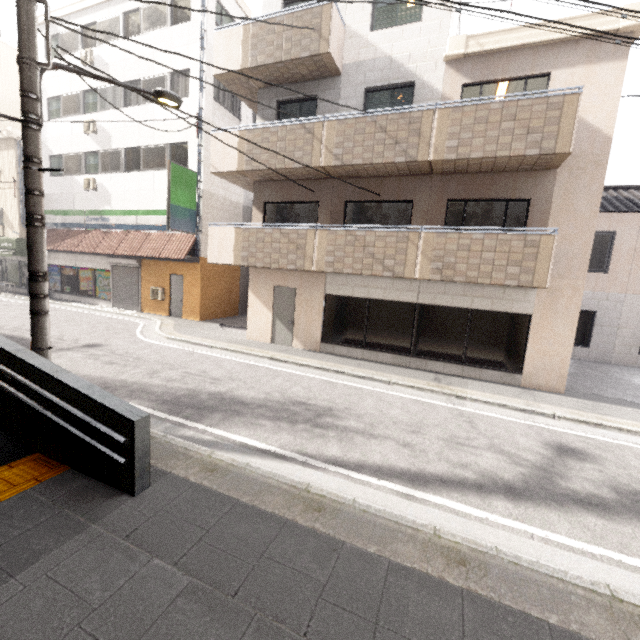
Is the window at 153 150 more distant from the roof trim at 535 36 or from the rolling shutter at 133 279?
the roof trim at 535 36

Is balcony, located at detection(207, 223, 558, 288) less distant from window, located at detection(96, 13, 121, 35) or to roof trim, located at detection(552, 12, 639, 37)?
roof trim, located at detection(552, 12, 639, 37)

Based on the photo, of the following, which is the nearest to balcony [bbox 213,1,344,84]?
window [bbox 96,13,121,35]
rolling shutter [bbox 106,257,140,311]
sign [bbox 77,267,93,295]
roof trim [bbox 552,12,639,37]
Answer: roof trim [bbox 552,12,639,37]

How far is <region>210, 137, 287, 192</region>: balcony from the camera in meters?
10.2

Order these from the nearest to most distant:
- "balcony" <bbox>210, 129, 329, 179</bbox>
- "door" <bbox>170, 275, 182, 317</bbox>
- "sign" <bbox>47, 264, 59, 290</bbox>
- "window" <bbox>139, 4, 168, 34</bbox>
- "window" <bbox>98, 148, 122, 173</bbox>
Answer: "balcony" <bbox>210, 129, 329, 179</bbox> < "window" <bbox>139, 4, 168, 34</bbox> < "door" <bbox>170, 275, 182, 317</bbox> < "window" <bbox>98, 148, 122, 173</bbox> < "sign" <bbox>47, 264, 59, 290</bbox>

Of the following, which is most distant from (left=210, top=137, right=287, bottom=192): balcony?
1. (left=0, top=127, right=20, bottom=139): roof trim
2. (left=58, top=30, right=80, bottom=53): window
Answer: (left=0, top=127, right=20, bottom=139): roof trim

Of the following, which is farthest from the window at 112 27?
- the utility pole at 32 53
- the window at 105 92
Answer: the utility pole at 32 53

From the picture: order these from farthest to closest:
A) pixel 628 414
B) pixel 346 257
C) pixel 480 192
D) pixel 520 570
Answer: pixel 346 257 → pixel 480 192 → pixel 628 414 → pixel 520 570
